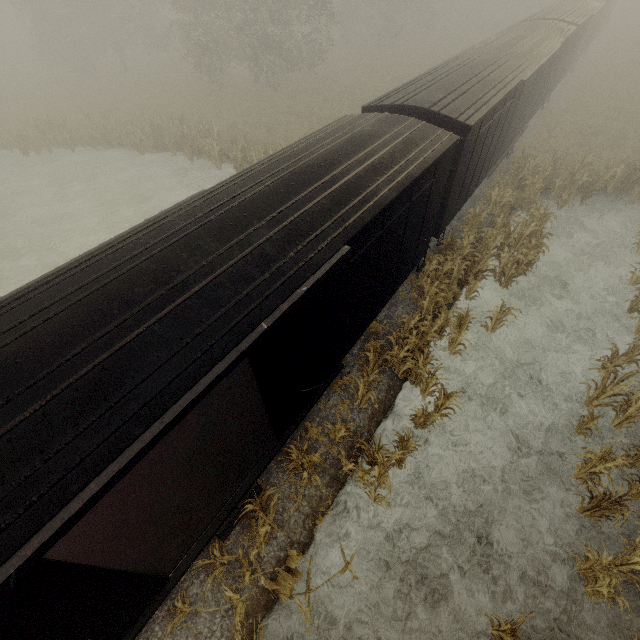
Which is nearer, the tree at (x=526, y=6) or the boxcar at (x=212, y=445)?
the boxcar at (x=212, y=445)

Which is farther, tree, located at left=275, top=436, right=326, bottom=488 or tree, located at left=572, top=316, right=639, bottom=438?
tree, located at left=572, top=316, right=639, bottom=438

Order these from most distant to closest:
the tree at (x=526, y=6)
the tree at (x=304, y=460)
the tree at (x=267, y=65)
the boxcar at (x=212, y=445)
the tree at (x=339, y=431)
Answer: the tree at (x=526, y=6)
the tree at (x=267, y=65)
the tree at (x=339, y=431)
the tree at (x=304, y=460)
the boxcar at (x=212, y=445)

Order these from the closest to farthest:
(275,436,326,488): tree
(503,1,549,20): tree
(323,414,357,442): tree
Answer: (275,436,326,488): tree
(323,414,357,442): tree
(503,1,549,20): tree

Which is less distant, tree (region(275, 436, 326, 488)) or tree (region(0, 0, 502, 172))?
tree (region(275, 436, 326, 488))

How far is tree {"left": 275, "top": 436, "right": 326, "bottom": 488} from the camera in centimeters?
655cm

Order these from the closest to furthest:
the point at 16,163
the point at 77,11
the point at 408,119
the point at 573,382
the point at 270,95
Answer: the point at 408,119 → the point at 573,382 → the point at 16,163 → the point at 270,95 → the point at 77,11

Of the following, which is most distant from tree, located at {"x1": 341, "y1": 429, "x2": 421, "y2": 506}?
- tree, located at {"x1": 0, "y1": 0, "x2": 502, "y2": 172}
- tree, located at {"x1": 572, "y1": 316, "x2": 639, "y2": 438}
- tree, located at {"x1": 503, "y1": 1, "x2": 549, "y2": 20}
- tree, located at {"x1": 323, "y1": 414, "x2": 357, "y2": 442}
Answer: tree, located at {"x1": 503, "y1": 1, "x2": 549, "y2": 20}
